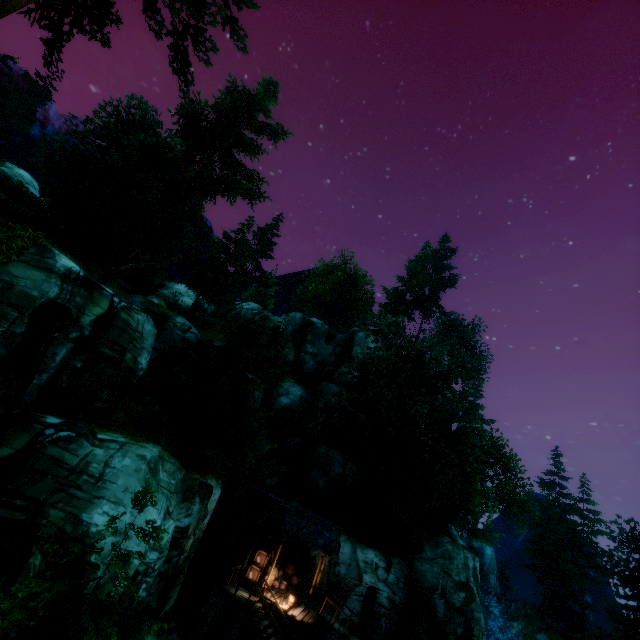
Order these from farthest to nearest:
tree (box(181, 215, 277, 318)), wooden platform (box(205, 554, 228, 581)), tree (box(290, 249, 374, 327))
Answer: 1. tree (box(290, 249, 374, 327))
2. tree (box(181, 215, 277, 318))
3. wooden platform (box(205, 554, 228, 581))

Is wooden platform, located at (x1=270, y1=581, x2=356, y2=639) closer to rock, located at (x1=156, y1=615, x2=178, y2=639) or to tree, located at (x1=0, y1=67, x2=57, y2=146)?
rock, located at (x1=156, y1=615, x2=178, y2=639)

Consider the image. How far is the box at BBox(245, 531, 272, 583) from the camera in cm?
1952

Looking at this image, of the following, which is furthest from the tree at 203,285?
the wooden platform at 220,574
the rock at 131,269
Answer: the wooden platform at 220,574

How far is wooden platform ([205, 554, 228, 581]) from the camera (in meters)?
18.60

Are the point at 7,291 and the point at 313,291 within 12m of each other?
no

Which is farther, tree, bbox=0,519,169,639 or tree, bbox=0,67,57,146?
tree, bbox=0,67,57,146

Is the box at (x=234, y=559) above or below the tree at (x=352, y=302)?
below
